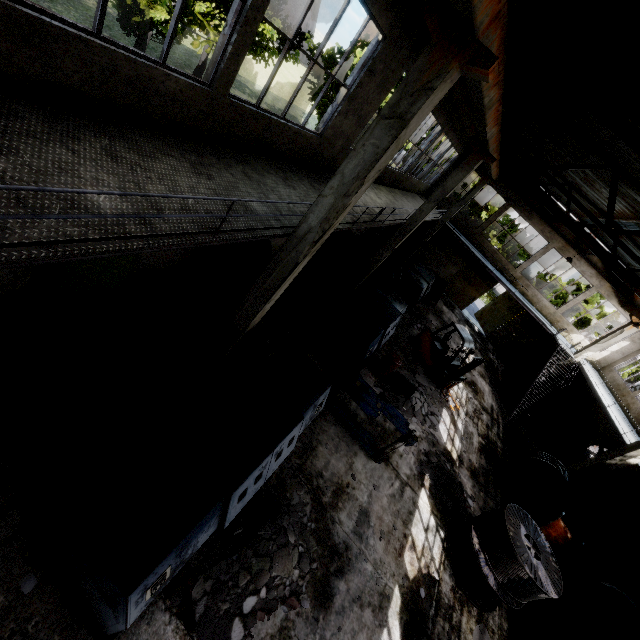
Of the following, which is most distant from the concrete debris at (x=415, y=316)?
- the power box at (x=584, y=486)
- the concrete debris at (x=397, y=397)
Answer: the power box at (x=584, y=486)

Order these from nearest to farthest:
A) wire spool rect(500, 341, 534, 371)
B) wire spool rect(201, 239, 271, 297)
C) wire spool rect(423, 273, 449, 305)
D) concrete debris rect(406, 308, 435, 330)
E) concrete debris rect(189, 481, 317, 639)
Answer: concrete debris rect(189, 481, 317, 639)
wire spool rect(201, 239, 271, 297)
concrete debris rect(406, 308, 435, 330)
wire spool rect(423, 273, 449, 305)
wire spool rect(500, 341, 534, 371)

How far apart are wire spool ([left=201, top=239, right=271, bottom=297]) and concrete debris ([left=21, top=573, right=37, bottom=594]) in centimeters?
655cm

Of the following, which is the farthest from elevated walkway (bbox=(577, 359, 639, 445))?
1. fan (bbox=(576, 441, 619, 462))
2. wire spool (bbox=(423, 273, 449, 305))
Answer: wire spool (bbox=(423, 273, 449, 305))

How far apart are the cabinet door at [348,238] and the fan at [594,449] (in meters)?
16.93

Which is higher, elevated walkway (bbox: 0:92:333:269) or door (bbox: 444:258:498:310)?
elevated walkway (bbox: 0:92:333:269)

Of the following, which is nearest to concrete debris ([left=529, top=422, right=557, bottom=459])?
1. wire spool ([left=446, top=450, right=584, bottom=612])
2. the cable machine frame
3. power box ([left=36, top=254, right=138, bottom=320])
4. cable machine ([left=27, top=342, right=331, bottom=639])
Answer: wire spool ([left=446, top=450, right=584, bottom=612])

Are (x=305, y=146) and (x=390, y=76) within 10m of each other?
yes
